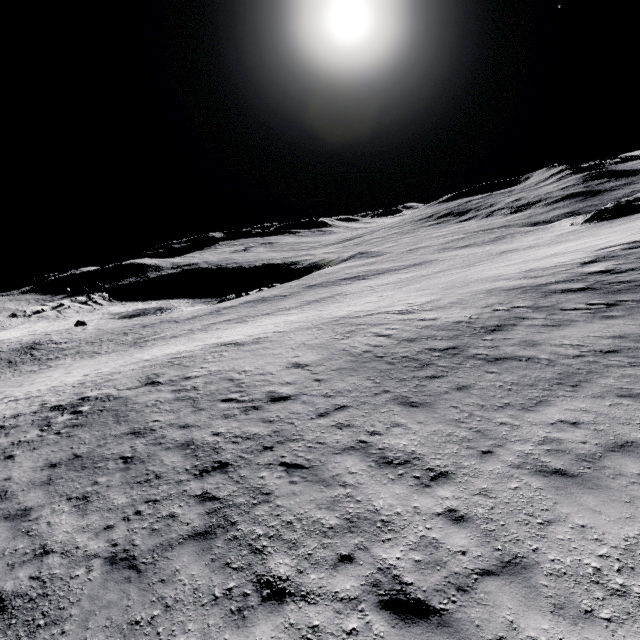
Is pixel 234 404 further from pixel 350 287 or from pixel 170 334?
pixel 350 287
